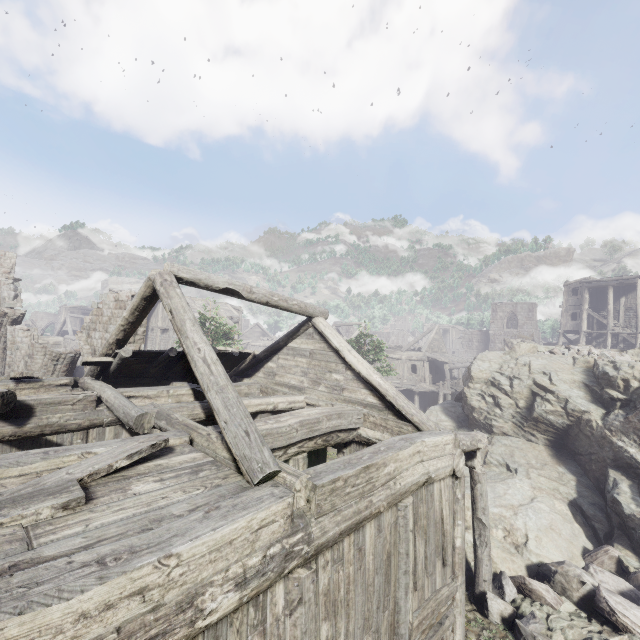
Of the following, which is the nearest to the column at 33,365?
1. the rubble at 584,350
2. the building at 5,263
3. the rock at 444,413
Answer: the building at 5,263

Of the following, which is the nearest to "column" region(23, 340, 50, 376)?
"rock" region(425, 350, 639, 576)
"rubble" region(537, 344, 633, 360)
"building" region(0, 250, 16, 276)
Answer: "building" region(0, 250, 16, 276)

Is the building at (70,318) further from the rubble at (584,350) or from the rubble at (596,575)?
the rubble at (584,350)

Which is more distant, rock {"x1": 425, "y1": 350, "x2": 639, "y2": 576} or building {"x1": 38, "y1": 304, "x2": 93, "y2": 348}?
building {"x1": 38, "y1": 304, "x2": 93, "y2": 348}

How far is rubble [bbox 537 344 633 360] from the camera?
14.5m

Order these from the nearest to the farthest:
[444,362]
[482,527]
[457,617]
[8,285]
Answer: [457,617], [482,527], [8,285], [444,362]

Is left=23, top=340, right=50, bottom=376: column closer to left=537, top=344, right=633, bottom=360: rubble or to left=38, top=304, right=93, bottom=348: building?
Answer: left=38, top=304, right=93, bottom=348: building

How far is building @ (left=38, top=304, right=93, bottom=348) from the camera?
37.41m
